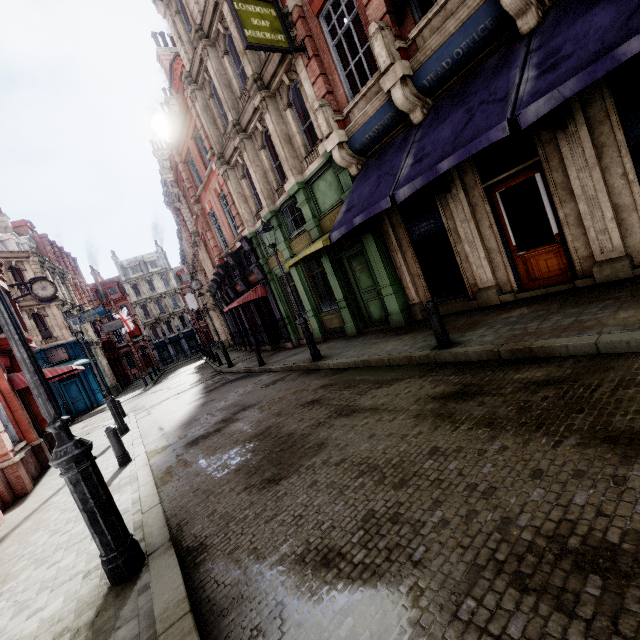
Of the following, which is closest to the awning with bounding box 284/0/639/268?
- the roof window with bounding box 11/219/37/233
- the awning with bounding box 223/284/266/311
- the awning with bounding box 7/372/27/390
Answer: the awning with bounding box 223/284/266/311

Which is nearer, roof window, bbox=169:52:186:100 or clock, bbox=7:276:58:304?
clock, bbox=7:276:58:304

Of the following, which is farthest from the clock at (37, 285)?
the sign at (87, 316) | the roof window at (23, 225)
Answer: the roof window at (23, 225)

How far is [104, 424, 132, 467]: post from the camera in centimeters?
732cm

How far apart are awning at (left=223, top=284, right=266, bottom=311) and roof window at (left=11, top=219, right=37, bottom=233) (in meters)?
30.72

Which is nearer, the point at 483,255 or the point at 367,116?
the point at 483,255

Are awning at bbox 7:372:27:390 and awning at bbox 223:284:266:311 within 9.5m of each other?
yes

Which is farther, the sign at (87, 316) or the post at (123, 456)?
the sign at (87, 316)
